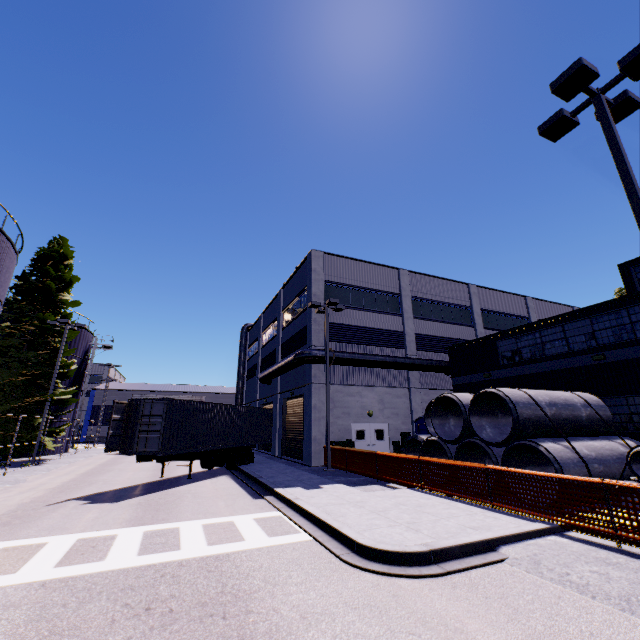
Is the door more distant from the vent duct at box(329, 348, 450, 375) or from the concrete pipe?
the concrete pipe

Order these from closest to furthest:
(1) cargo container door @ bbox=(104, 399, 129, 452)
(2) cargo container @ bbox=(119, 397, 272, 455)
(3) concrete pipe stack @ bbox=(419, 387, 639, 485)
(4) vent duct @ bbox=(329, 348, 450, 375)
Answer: (3) concrete pipe stack @ bbox=(419, 387, 639, 485) → (1) cargo container door @ bbox=(104, 399, 129, 452) → (2) cargo container @ bbox=(119, 397, 272, 455) → (4) vent duct @ bbox=(329, 348, 450, 375)

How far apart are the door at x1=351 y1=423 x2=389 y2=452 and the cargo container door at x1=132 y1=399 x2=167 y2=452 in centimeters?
1193cm

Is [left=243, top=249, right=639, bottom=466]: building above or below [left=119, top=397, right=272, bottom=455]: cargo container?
above

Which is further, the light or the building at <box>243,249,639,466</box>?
the building at <box>243,249,639,466</box>

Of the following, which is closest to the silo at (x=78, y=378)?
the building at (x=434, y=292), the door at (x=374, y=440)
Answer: the building at (x=434, y=292)

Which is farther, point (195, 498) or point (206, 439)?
point (206, 439)

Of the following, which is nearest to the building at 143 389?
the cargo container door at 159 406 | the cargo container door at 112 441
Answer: the cargo container door at 159 406
